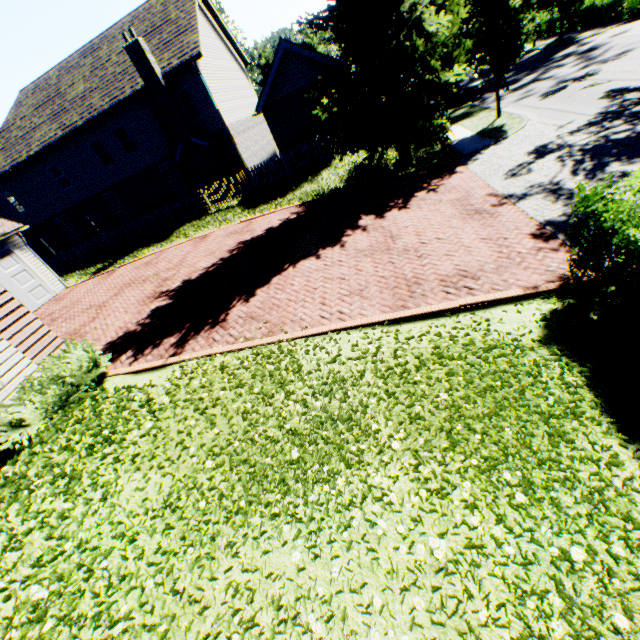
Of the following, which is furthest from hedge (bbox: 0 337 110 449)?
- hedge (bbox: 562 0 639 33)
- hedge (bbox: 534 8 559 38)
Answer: hedge (bbox: 534 8 559 38)

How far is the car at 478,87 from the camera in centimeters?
2120cm

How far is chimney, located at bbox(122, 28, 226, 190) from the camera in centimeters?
1727cm

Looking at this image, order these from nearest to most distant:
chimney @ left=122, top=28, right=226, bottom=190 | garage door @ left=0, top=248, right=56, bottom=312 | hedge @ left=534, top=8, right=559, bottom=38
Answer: garage door @ left=0, top=248, right=56, bottom=312
chimney @ left=122, top=28, right=226, bottom=190
hedge @ left=534, top=8, right=559, bottom=38

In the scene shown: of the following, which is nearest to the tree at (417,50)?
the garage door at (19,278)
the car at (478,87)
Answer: the car at (478,87)

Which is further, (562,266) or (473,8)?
(473,8)

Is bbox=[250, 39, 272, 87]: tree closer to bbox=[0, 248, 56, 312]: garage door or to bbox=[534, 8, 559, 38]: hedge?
bbox=[534, 8, 559, 38]: hedge
